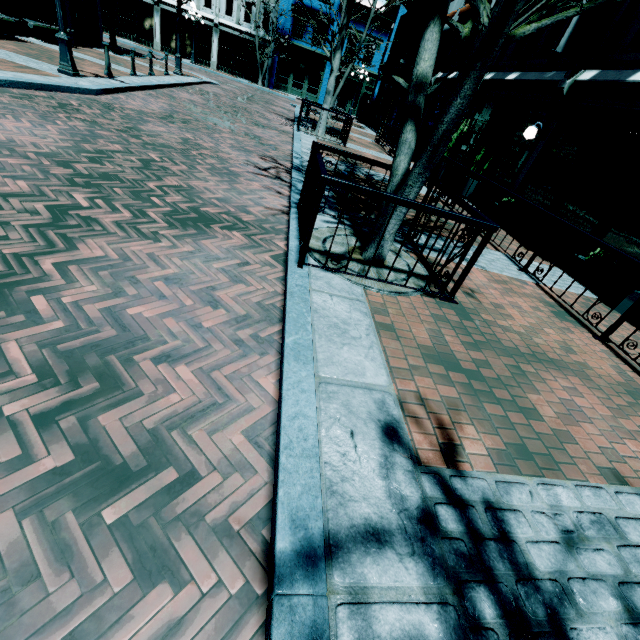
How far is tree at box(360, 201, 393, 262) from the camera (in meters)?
3.97

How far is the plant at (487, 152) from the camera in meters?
9.9 m

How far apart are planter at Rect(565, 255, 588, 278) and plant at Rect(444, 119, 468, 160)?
7.17m

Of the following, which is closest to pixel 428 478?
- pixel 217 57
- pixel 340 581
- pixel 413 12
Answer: pixel 340 581

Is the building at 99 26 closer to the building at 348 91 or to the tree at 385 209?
the building at 348 91

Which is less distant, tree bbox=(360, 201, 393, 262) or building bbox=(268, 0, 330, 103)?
tree bbox=(360, 201, 393, 262)

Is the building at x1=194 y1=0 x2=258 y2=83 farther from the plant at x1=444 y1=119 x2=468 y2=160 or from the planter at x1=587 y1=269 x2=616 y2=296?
the planter at x1=587 y1=269 x2=616 y2=296

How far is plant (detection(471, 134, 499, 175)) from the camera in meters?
9.9
